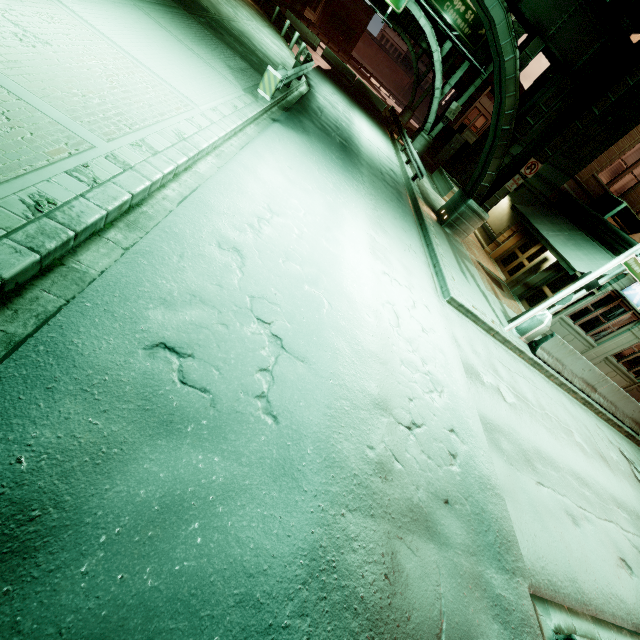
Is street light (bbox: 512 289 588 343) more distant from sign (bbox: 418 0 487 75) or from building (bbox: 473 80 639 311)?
sign (bbox: 418 0 487 75)

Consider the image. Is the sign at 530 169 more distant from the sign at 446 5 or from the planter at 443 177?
the sign at 446 5

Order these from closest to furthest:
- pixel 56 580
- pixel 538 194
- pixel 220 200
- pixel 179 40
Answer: pixel 56 580
pixel 220 200
pixel 179 40
pixel 538 194

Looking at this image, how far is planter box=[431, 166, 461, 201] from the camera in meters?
22.2

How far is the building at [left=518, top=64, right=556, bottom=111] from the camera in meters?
23.6

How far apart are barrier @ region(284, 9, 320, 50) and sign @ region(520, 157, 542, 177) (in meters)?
28.62

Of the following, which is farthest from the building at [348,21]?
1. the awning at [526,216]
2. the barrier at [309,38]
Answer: the awning at [526,216]

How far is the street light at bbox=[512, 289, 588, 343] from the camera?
11.2 meters
